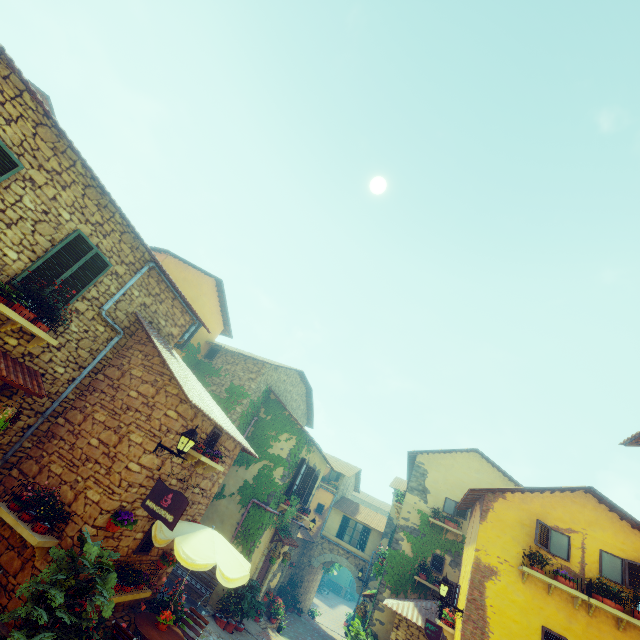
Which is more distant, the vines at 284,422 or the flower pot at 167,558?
the vines at 284,422

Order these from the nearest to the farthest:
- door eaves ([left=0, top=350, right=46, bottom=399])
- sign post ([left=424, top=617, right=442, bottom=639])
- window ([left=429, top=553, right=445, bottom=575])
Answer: door eaves ([left=0, top=350, right=46, bottom=399]) < sign post ([left=424, top=617, right=442, bottom=639]) < window ([left=429, top=553, right=445, bottom=575])

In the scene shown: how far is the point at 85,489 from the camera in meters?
6.7

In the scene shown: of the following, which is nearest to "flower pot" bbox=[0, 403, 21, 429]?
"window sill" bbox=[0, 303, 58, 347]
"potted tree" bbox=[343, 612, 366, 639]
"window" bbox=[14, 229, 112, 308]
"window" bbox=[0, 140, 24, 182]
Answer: "window sill" bbox=[0, 303, 58, 347]

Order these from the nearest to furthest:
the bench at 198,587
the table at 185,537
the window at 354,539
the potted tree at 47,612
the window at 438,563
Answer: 1. the potted tree at 47,612
2. the table at 185,537
3. the bench at 198,587
4. the window at 438,563
5. the window at 354,539

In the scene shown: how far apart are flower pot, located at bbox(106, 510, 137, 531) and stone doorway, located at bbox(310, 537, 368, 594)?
20.3m

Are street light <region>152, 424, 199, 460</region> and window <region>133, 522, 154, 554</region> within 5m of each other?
yes

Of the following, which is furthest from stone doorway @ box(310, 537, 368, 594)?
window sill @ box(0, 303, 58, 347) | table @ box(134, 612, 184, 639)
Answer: window sill @ box(0, 303, 58, 347)
